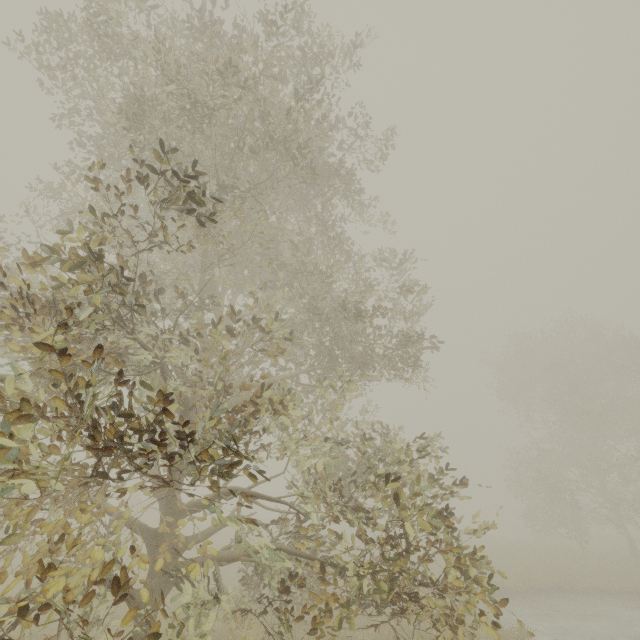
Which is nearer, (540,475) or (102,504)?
(102,504)
